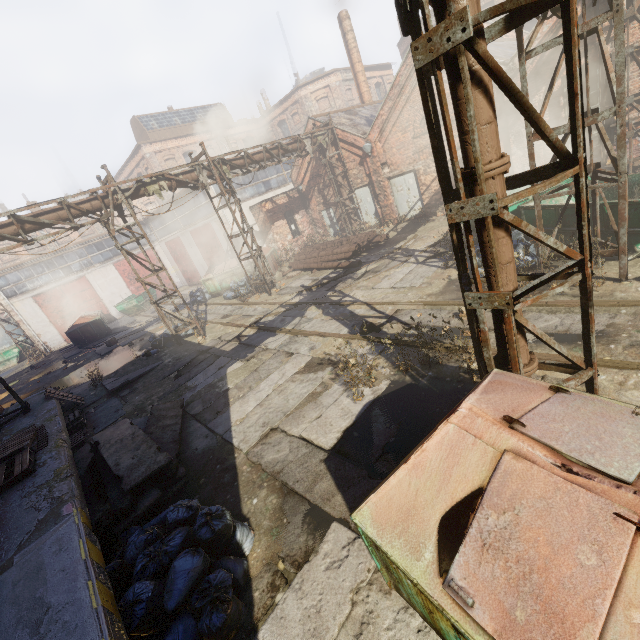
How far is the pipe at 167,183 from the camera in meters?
A: 11.9 m

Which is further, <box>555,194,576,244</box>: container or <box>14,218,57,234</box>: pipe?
<box>14,218,57,234</box>: pipe

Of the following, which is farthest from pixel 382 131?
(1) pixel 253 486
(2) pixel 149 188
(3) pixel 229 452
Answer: (1) pixel 253 486

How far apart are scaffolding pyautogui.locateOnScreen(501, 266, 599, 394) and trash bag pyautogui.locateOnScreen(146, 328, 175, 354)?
12.23m

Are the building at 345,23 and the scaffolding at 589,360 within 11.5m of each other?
no

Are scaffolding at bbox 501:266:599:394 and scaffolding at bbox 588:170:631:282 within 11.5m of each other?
yes

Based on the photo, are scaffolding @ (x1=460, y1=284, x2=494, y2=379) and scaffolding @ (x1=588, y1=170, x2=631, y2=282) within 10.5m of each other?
yes

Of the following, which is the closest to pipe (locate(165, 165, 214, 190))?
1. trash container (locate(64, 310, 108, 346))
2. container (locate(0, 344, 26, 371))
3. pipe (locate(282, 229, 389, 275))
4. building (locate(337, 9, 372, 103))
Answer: pipe (locate(282, 229, 389, 275))
